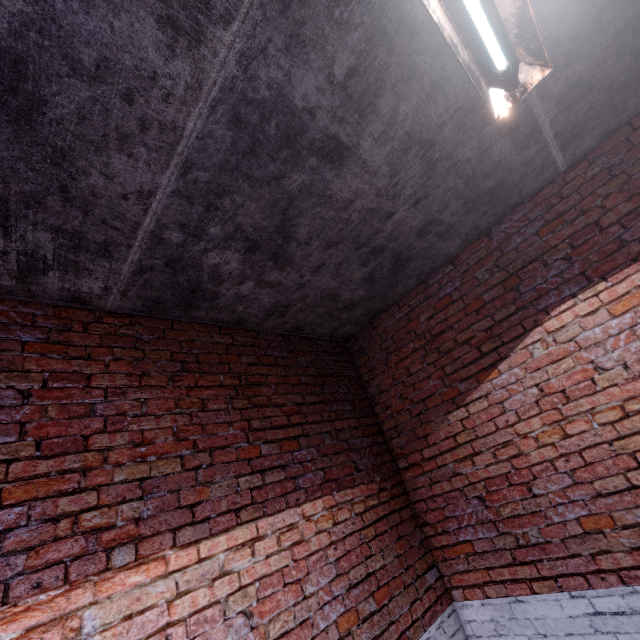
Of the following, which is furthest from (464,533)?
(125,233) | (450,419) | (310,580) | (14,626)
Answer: (125,233)
